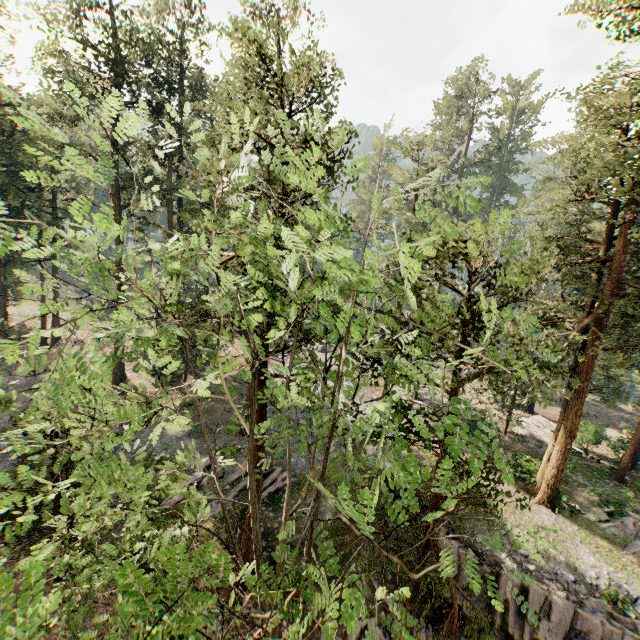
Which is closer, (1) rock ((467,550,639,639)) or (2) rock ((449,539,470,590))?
(1) rock ((467,550,639,639))

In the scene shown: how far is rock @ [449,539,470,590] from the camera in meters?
15.3

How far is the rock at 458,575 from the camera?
15.34m

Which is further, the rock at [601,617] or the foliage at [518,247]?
the rock at [601,617]

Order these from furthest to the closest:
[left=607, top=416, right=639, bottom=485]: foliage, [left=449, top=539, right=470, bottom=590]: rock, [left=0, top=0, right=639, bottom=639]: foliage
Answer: [left=607, top=416, right=639, bottom=485]: foliage
[left=449, top=539, right=470, bottom=590]: rock
[left=0, top=0, right=639, bottom=639]: foliage

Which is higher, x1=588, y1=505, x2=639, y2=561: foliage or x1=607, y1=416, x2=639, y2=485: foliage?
x1=607, y1=416, x2=639, y2=485: foliage

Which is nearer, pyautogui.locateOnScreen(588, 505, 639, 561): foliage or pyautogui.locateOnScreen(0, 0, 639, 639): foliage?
pyautogui.locateOnScreen(0, 0, 639, 639): foliage

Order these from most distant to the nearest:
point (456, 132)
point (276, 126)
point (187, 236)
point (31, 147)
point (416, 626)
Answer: point (187, 236)
point (456, 132)
point (31, 147)
point (276, 126)
point (416, 626)
